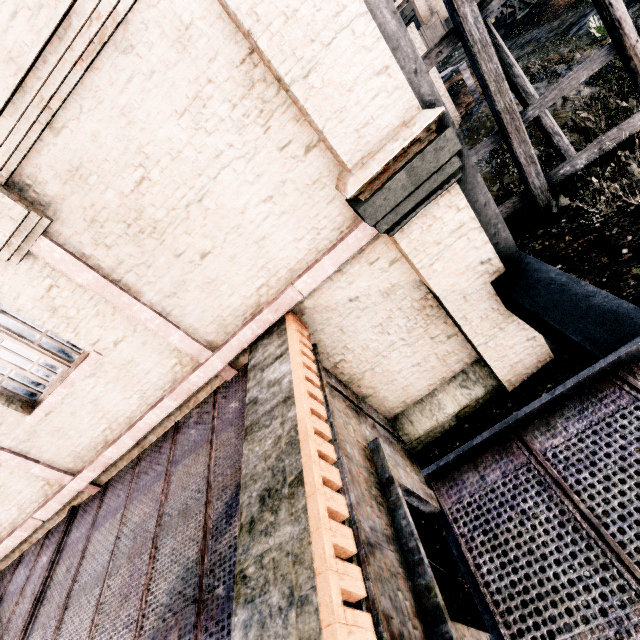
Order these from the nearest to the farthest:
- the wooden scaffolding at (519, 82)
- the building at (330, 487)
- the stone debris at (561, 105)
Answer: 1. the building at (330, 487)
2. the wooden scaffolding at (519, 82)
3. the stone debris at (561, 105)

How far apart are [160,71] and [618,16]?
10.13m

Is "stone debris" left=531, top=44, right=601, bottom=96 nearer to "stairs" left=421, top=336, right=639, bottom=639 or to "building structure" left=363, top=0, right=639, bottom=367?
"building structure" left=363, top=0, right=639, bottom=367

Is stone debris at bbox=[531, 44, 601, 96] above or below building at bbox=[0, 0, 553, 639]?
below

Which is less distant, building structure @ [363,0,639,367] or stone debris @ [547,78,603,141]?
building structure @ [363,0,639,367]

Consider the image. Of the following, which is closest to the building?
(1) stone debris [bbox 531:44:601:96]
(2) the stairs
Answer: (1) stone debris [bbox 531:44:601:96]

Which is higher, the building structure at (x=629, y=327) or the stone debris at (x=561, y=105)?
the building structure at (x=629, y=327)

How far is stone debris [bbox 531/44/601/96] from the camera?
13.8 meters
